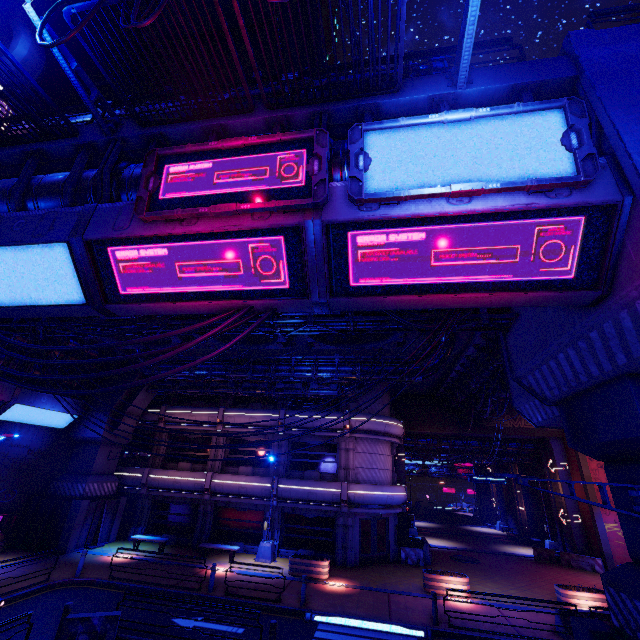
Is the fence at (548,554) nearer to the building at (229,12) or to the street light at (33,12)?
the street light at (33,12)

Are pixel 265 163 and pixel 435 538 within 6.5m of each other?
no

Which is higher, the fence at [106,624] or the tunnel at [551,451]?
the tunnel at [551,451]

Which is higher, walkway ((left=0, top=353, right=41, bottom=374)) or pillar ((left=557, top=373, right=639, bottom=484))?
walkway ((left=0, top=353, right=41, bottom=374))

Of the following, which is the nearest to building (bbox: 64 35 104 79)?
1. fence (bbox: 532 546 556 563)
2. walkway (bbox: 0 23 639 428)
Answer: walkway (bbox: 0 23 639 428)

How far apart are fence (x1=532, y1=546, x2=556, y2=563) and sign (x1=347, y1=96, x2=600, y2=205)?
31.40m

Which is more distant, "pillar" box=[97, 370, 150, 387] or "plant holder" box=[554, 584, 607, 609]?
"pillar" box=[97, 370, 150, 387]

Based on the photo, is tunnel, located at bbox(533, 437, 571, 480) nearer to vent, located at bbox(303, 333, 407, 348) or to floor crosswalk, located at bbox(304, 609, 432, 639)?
floor crosswalk, located at bbox(304, 609, 432, 639)
